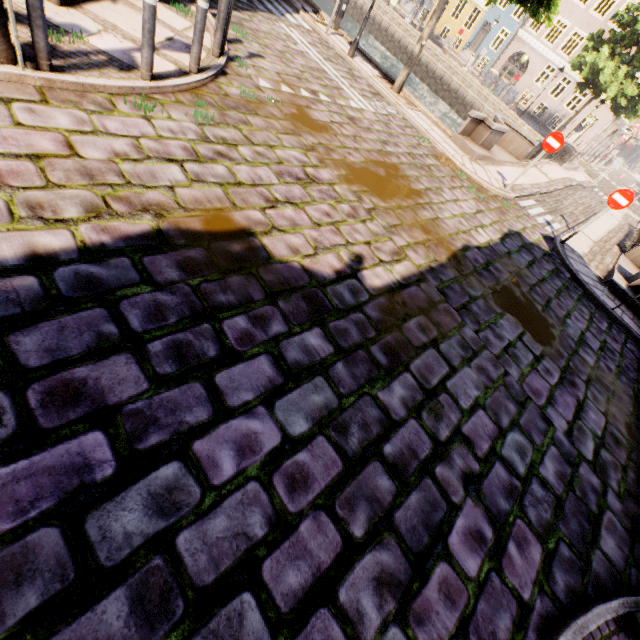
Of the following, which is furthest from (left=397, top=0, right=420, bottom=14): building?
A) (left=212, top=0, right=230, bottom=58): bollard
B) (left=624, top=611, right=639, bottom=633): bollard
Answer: (left=624, top=611, right=639, bottom=633): bollard

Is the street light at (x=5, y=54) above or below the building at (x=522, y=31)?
below

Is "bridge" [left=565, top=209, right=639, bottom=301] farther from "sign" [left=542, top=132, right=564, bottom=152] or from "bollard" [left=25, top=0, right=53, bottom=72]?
"bollard" [left=25, top=0, right=53, bottom=72]

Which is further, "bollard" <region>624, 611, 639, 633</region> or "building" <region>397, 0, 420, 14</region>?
"building" <region>397, 0, 420, 14</region>

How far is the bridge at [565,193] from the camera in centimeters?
1140cm

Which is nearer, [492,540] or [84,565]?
[84,565]

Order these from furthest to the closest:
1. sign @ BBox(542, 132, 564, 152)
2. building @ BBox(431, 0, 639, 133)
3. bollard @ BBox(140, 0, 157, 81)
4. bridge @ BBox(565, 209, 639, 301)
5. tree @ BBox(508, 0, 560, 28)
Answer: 1. building @ BBox(431, 0, 639, 133)
2. bridge @ BBox(565, 209, 639, 301)
3. sign @ BBox(542, 132, 564, 152)
4. tree @ BBox(508, 0, 560, 28)
5. bollard @ BBox(140, 0, 157, 81)

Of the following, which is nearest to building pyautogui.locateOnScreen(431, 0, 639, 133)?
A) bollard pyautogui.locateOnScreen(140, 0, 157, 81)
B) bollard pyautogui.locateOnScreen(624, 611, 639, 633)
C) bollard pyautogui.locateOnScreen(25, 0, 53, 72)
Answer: bollard pyautogui.locateOnScreen(624, 611, 639, 633)
